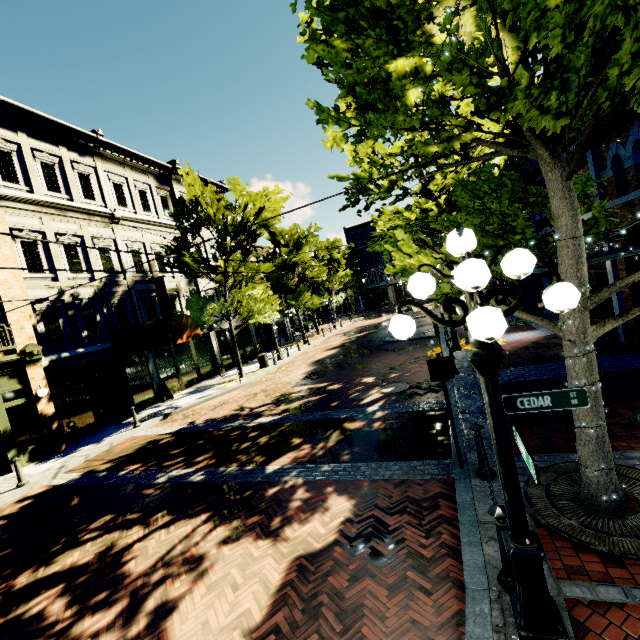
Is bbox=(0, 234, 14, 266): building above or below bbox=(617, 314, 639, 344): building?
above

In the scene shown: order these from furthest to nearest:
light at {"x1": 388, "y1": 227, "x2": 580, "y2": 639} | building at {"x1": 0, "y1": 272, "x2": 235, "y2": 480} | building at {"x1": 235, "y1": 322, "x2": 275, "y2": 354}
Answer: building at {"x1": 235, "y1": 322, "x2": 275, "y2": 354} → building at {"x1": 0, "y1": 272, "x2": 235, "y2": 480} → light at {"x1": 388, "y1": 227, "x2": 580, "y2": 639}

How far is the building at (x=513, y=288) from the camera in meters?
17.7 m

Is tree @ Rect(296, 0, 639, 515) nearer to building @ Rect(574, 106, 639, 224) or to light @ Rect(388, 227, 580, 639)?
building @ Rect(574, 106, 639, 224)

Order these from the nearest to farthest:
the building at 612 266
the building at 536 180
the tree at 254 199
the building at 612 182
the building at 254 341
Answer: the building at 612 182 < the building at 612 266 < the building at 536 180 < the tree at 254 199 < the building at 254 341

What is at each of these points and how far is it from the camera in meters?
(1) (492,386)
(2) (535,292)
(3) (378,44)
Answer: (1) light, 2.8
(2) building, 20.7
(3) tree, 3.6

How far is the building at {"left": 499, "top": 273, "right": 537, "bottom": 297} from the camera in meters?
17.7

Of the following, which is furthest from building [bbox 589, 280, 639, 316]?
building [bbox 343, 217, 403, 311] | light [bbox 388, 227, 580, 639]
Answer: light [bbox 388, 227, 580, 639]
